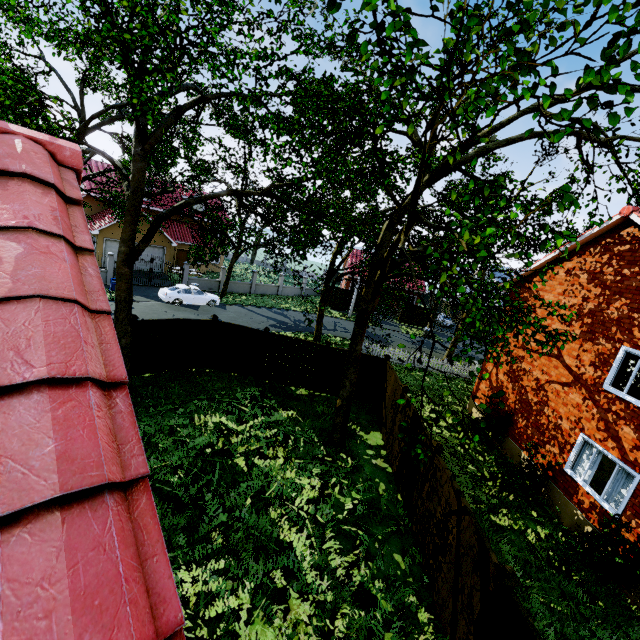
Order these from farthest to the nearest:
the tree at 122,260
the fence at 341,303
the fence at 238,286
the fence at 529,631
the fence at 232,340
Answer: the fence at 341,303 < the fence at 238,286 < the fence at 232,340 < the fence at 529,631 < the tree at 122,260

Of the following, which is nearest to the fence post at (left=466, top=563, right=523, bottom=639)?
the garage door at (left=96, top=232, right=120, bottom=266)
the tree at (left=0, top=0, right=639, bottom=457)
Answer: the tree at (left=0, top=0, right=639, bottom=457)

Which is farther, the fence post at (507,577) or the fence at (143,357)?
the fence at (143,357)

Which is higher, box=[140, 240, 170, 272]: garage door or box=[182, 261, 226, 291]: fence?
box=[140, 240, 170, 272]: garage door

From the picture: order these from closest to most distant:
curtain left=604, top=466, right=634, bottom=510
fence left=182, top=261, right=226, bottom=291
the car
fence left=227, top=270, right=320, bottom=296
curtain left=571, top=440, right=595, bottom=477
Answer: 1. curtain left=604, top=466, right=634, bottom=510
2. curtain left=571, top=440, right=595, bottom=477
3. the car
4. fence left=182, top=261, right=226, bottom=291
5. fence left=227, top=270, right=320, bottom=296

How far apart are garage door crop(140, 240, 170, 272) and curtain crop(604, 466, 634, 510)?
33.2 meters

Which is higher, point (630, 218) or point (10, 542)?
point (630, 218)

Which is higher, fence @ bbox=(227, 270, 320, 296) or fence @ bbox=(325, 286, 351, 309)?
fence @ bbox=(325, 286, 351, 309)
